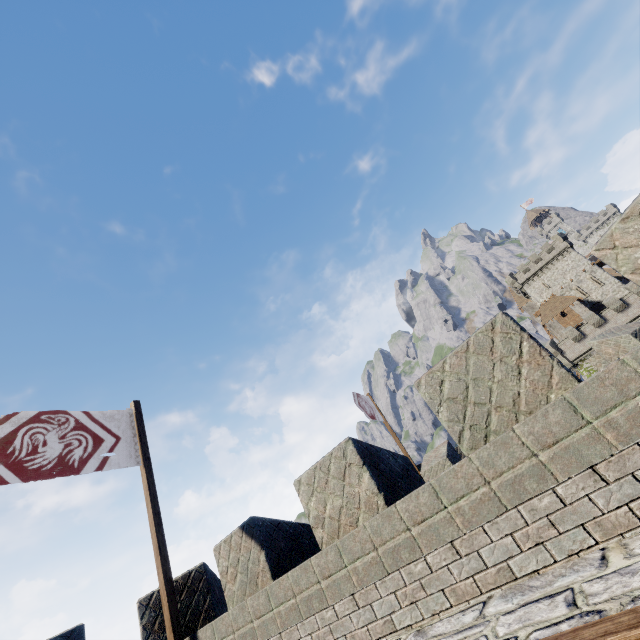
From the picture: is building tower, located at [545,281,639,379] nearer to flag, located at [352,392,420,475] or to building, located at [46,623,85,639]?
building, located at [46,623,85,639]

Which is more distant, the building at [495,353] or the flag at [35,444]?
the flag at [35,444]

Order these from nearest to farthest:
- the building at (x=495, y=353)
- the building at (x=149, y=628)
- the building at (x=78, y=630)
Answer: the building at (x=495, y=353), the building at (x=78, y=630), the building at (x=149, y=628)

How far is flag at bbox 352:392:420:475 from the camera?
14.0 meters

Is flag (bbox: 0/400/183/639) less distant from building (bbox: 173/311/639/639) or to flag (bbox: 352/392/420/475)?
building (bbox: 173/311/639/639)

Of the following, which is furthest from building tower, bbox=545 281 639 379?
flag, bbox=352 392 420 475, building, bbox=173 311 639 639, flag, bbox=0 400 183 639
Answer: flag, bbox=0 400 183 639

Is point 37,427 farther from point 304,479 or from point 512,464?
point 512,464

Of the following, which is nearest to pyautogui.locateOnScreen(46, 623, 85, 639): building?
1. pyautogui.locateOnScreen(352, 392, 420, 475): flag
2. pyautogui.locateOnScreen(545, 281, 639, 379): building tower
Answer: pyautogui.locateOnScreen(352, 392, 420, 475): flag
